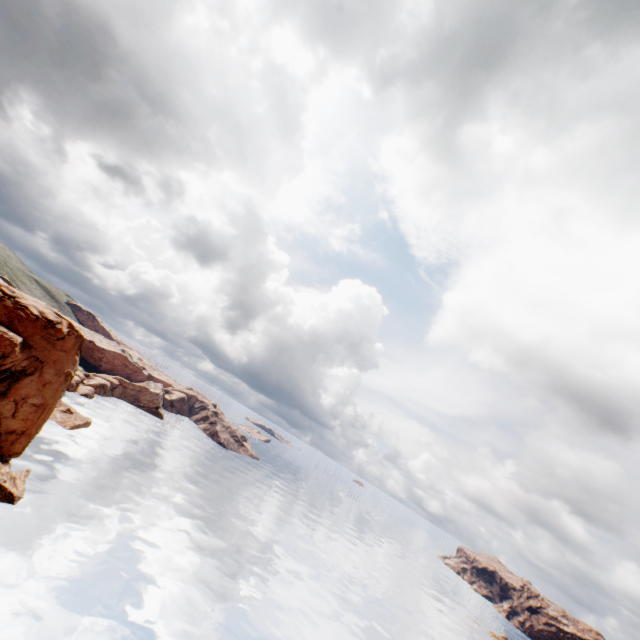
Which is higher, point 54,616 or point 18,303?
point 18,303
